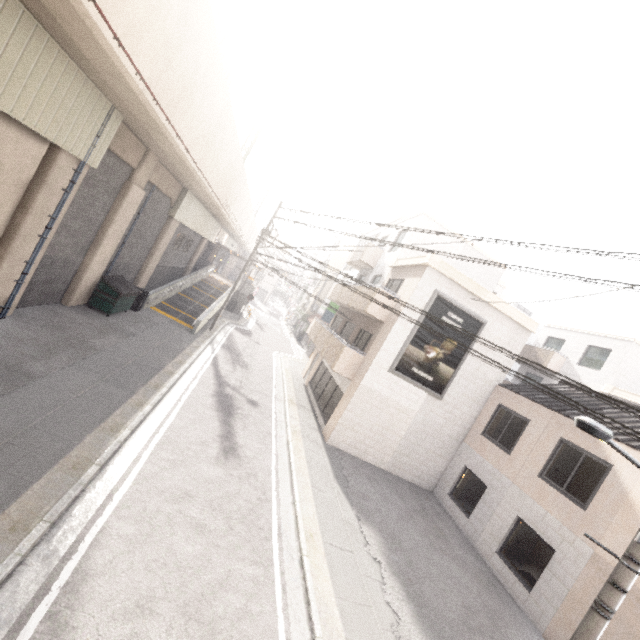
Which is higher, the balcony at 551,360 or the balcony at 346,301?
the balcony at 551,360

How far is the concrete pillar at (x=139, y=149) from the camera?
11.4 meters

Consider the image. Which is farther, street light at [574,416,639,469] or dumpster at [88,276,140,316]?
dumpster at [88,276,140,316]

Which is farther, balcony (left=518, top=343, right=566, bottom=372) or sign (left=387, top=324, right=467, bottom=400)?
balcony (left=518, top=343, right=566, bottom=372)

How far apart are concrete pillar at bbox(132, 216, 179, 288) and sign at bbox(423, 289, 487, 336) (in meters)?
14.58

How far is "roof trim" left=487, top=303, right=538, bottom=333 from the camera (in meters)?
13.98

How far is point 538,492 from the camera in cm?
1076
